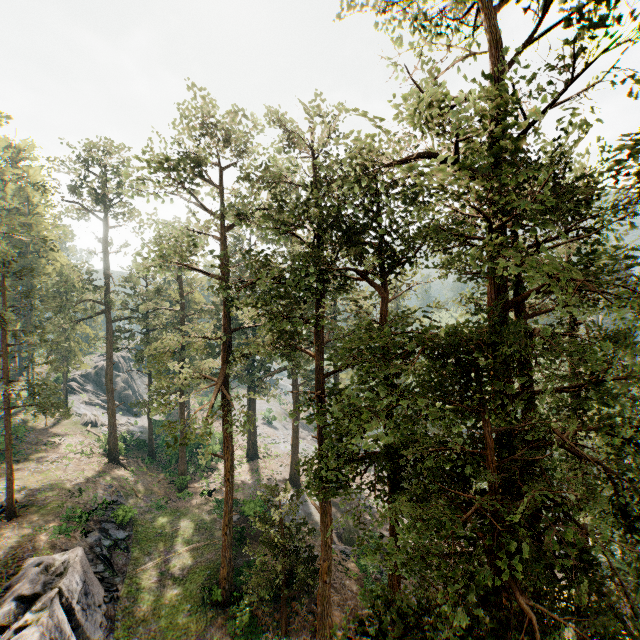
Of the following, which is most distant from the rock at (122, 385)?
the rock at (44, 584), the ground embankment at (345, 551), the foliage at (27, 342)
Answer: the ground embankment at (345, 551)

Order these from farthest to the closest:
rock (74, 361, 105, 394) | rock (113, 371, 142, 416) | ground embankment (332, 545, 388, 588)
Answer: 1. rock (113, 371, 142, 416)
2. rock (74, 361, 105, 394)
3. ground embankment (332, 545, 388, 588)

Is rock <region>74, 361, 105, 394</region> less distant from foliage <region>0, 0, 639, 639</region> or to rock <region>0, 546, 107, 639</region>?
foliage <region>0, 0, 639, 639</region>

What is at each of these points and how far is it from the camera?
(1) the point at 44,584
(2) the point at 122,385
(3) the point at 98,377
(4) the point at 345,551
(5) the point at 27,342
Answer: (1) rock, 17.2m
(2) rock, 58.0m
(3) rock, 55.7m
(4) ground embankment, 27.0m
(5) foliage, 43.1m

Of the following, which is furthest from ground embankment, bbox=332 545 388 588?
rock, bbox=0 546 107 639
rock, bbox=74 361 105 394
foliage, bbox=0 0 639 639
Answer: rock, bbox=74 361 105 394

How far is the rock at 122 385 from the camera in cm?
5647

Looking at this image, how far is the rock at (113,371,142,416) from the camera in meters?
56.5

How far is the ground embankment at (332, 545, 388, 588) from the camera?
23.9m
